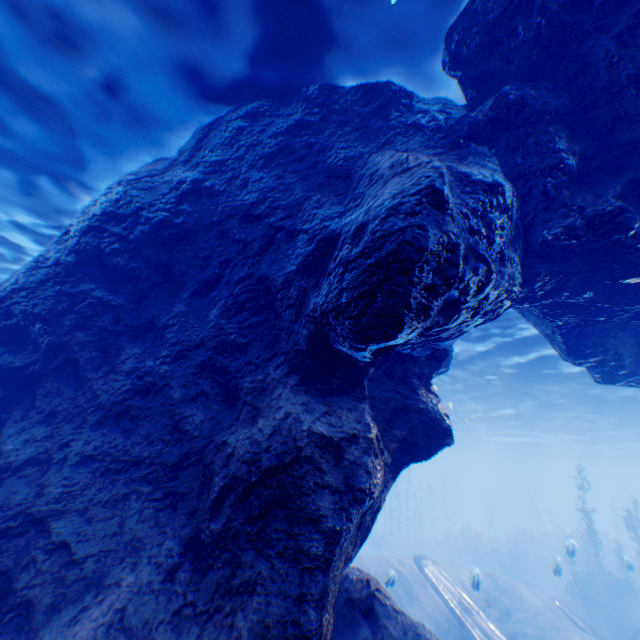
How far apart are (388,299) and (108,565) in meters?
4.5 m

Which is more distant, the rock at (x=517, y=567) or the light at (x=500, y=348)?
the rock at (x=517, y=567)

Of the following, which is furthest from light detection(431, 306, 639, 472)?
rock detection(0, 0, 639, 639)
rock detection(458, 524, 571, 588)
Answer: rock detection(458, 524, 571, 588)

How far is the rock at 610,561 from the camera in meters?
25.6 m

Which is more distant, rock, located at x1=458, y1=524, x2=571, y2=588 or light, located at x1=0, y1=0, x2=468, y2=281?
rock, located at x1=458, y1=524, x2=571, y2=588

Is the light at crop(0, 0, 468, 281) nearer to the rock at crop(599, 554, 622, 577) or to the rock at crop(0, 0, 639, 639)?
the rock at crop(0, 0, 639, 639)

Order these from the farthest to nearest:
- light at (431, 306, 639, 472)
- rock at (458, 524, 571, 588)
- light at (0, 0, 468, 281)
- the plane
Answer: rock at (458, 524, 571, 588), light at (431, 306, 639, 472), the plane, light at (0, 0, 468, 281)

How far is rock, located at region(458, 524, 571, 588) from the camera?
26.7 meters
